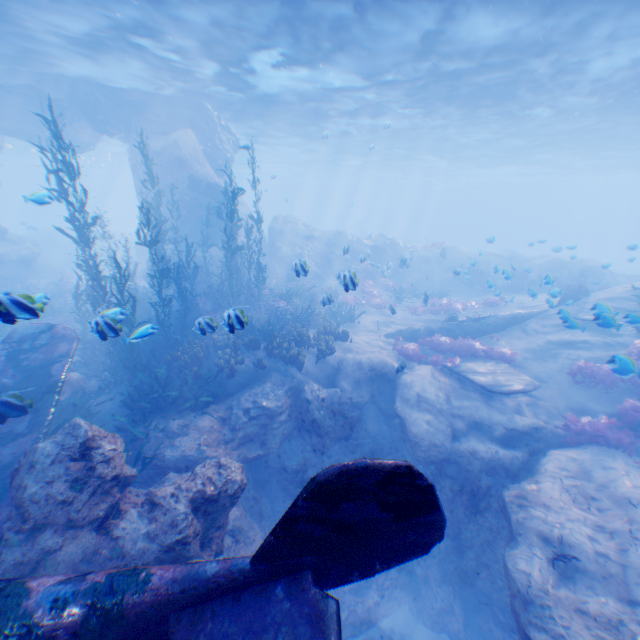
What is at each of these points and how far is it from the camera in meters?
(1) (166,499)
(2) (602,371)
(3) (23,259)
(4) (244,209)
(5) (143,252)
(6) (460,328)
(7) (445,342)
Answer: (1) rock, 5.3 m
(2) instancedfoliageactor, 11.1 m
(3) rock, 23.2 m
(4) rock, 26.7 m
(5) rock, 26.8 m
(6) plane, 15.6 m
(7) instancedfoliageactor, 14.5 m

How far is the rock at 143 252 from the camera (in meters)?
20.31

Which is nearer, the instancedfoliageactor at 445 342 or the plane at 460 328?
the instancedfoliageactor at 445 342

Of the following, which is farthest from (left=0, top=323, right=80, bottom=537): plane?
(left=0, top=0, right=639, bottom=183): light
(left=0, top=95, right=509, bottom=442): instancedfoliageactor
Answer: (left=0, top=0, right=639, bottom=183): light

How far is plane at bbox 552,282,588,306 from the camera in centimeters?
1602cm

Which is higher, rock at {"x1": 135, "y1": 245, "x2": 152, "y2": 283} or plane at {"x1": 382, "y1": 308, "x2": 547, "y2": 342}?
rock at {"x1": 135, "y1": 245, "x2": 152, "y2": 283}
